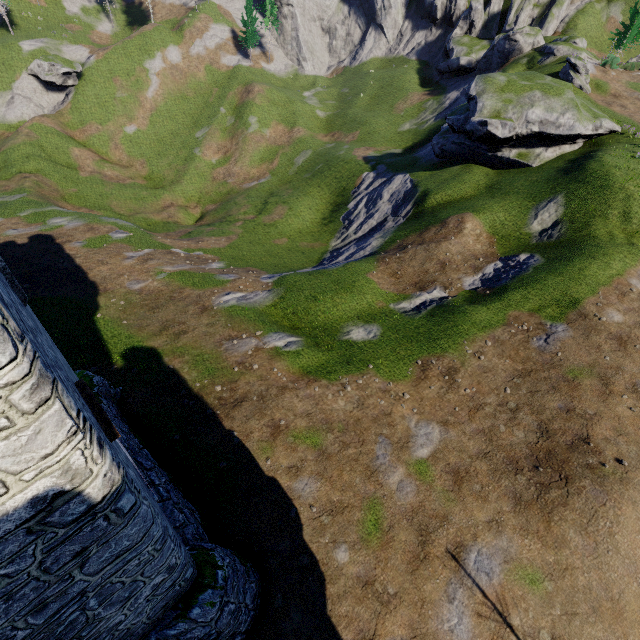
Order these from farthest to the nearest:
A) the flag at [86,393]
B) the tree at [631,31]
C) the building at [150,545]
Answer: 1. the tree at [631,31]
2. the flag at [86,393]
3. the building at [150,545]

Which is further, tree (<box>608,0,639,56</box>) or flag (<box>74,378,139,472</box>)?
tree (<box>608,0,639,56</box>)

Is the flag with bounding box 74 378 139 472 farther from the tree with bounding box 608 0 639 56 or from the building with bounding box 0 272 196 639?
the tree with bounding box 608 0 639 56

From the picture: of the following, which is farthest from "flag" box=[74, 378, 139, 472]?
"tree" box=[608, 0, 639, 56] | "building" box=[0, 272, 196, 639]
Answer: "tree" box=[608, 0, 639, 56]

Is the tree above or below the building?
above

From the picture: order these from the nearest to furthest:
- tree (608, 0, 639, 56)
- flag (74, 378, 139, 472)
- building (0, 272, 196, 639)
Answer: building (0, 272, 196, 639)
flag (74, 378, 139, 472)
tree (608, 0, 639, 56)

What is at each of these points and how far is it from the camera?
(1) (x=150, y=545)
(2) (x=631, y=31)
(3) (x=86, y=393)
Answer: (1) building, 6.0m
(2) tree, 41.3m
(3) flag, 6.6m

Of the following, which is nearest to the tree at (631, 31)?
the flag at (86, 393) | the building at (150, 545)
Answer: the building at (150, 545)
